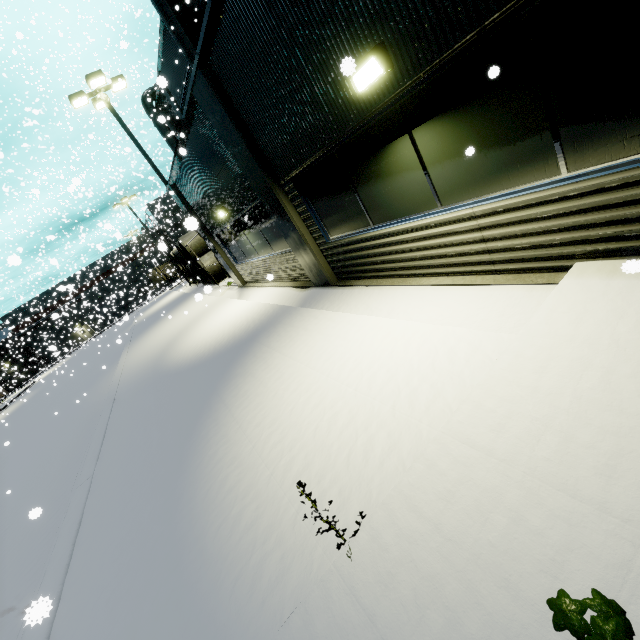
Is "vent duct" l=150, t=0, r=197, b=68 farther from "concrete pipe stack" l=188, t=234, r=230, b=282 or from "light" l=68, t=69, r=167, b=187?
"light" l=68, t=69, r=167, b=187

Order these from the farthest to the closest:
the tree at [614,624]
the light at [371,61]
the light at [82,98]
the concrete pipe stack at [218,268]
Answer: the concrete pipe stack at [218,268]
the light at [82,98]
the light at [371,61]
the tree at [614,624]

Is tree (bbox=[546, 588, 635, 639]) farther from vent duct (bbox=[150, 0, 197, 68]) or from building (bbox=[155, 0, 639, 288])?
vent duct (bbox=[150, 0, 197, 68])

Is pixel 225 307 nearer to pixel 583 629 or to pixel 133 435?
pixel 133 435

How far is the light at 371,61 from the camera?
3.44m

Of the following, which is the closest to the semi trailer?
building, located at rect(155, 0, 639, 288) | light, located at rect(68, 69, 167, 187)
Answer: building, located at rect(155, 0, 639, 288)

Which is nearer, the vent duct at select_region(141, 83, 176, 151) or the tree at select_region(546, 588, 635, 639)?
the tree at select_region(546, 588, 635, 639)

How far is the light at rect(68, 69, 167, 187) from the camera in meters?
12.8
